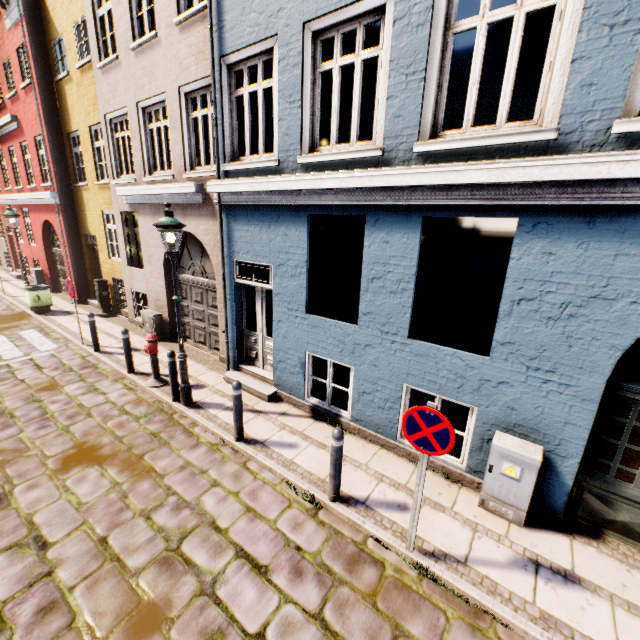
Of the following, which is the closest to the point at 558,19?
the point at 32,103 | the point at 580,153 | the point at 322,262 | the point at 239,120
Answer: the point at 580,153

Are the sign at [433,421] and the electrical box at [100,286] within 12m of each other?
no

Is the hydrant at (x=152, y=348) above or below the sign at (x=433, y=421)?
below

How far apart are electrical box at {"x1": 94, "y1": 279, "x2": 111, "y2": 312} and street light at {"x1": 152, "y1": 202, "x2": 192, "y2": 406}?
8.3 meters

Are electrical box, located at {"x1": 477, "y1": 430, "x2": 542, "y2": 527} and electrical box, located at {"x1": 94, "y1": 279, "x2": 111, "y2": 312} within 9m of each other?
no

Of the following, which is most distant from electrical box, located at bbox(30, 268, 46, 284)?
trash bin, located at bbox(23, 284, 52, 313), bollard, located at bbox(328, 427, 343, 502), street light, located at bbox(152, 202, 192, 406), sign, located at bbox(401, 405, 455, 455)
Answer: sign, located at bbox(401, 405, 455, 455)

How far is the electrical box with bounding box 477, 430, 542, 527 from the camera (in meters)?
3.94

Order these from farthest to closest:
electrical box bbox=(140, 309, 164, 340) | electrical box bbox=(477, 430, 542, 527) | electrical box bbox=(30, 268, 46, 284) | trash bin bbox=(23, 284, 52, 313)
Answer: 1. electrical box bbox=(30, 268, 46, 284)
2. trash bin bbox=(23, 284, 52, 313)
3. electrical box bbox=(140, 309, 164, 340)
4. electrical box bbox=(477, 430, 542, 527)
